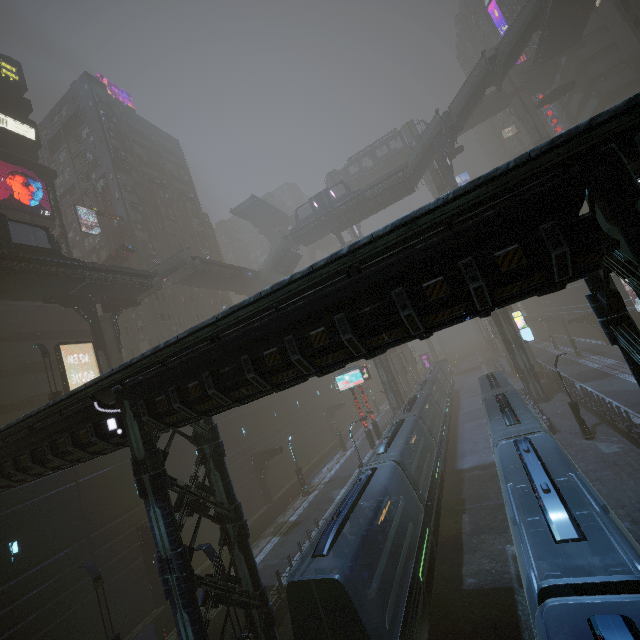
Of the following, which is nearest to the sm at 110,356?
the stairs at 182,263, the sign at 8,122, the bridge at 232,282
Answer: the stairs at 182,263

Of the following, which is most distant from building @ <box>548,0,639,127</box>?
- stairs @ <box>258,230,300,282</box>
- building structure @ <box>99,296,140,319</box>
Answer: stairs @ <box>258,230,300,282</box>

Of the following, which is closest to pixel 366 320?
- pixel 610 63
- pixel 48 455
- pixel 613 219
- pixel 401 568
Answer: pixel 613 219

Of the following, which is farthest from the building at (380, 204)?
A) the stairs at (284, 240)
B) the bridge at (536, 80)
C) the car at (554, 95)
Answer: the car at (554, 95)

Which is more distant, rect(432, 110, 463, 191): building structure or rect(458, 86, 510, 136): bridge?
rect(458, 86, 510, 136): bridge

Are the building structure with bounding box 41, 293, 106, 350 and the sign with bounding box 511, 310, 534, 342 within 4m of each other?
no

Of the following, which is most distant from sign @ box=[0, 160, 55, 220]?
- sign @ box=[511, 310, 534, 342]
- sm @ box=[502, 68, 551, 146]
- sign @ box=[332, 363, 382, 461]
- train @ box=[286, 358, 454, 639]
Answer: sm @ box=[502, 68, 551, 146]

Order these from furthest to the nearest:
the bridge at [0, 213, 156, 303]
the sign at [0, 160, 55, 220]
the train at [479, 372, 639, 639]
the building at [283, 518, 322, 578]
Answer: the sign at [0, 160, 55, 220], the bridge at [0, 213, 156, 303], the building at [283, 518, 322, 578], the train at [479, 372, 639, 639]
